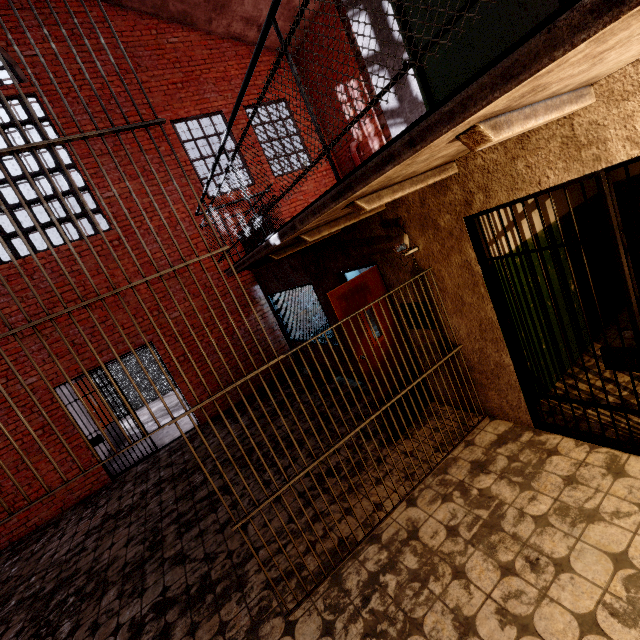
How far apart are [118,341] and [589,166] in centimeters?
827cm

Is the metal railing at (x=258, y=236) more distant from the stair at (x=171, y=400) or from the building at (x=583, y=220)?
the stair at (x=171, y=400)

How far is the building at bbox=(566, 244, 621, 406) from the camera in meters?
3.5

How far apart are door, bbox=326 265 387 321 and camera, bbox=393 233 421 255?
0.5m

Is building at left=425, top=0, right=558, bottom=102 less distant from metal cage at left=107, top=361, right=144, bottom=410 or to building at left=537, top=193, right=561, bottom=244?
building at left=537, top=193, right=561, bottom=244

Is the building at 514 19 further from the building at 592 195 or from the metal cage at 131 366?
the metal cage at 131 366

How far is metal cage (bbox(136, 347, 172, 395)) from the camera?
12.81m
